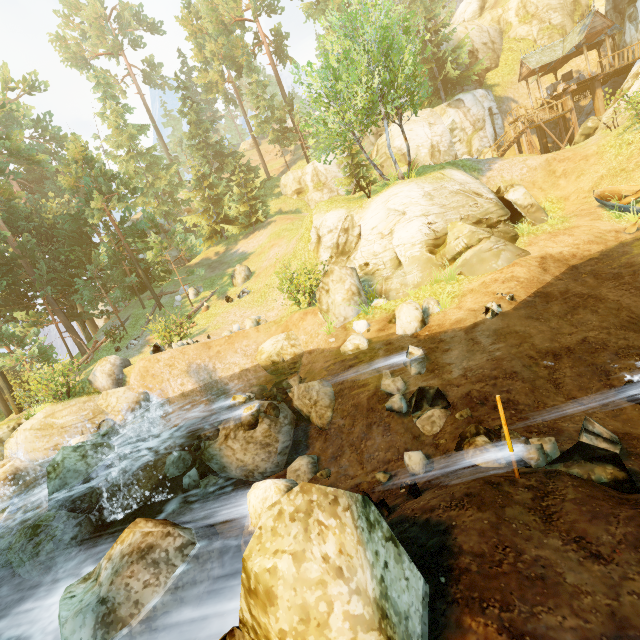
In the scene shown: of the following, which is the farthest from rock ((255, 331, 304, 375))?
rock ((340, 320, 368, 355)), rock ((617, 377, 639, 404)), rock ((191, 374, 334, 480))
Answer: rock ((617, 377, 639, 404))

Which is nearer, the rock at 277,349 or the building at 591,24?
the rock at 277,349

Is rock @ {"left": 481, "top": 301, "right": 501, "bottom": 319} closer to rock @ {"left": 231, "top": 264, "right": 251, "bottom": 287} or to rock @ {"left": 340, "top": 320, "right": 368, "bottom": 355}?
rock @ {"left": 340, "top": 320, "right": 368, "bottom": 355}

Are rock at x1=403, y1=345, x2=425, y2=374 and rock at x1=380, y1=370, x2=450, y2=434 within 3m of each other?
yes

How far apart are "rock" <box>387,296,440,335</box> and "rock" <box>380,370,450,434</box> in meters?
2.2 m

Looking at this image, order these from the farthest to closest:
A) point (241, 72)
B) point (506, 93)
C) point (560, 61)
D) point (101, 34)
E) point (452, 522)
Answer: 1. point (101, 34)
2. point (241, 72)
3. point (506, 93)
4. point (560, 61)
5. point (452, 522)

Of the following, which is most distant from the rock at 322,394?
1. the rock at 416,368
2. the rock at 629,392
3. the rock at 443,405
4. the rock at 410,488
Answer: the rock at 629,392

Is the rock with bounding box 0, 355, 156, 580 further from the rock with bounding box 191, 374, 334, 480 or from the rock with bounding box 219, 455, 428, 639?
the rock with bounding box 219, 455, 428, 639
